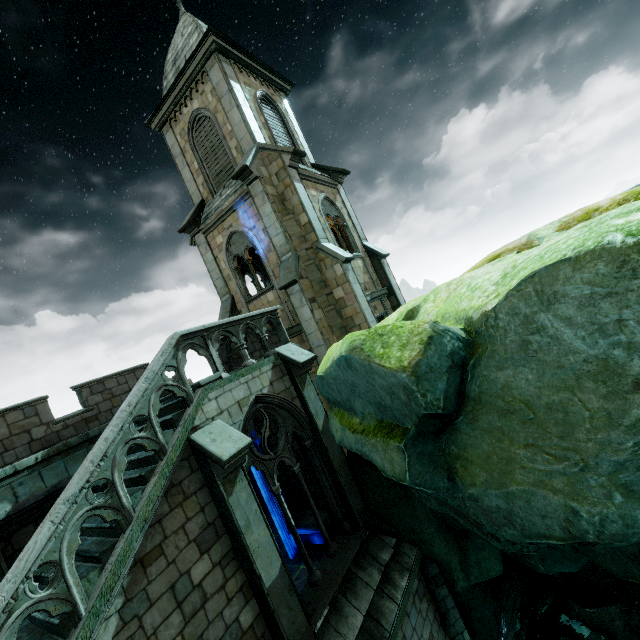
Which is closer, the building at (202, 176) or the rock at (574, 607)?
the rock at (574, 607)

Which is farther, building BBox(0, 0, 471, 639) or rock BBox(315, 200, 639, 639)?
building BBox(0, 0, 471, 639)

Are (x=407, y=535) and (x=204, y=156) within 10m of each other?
no
